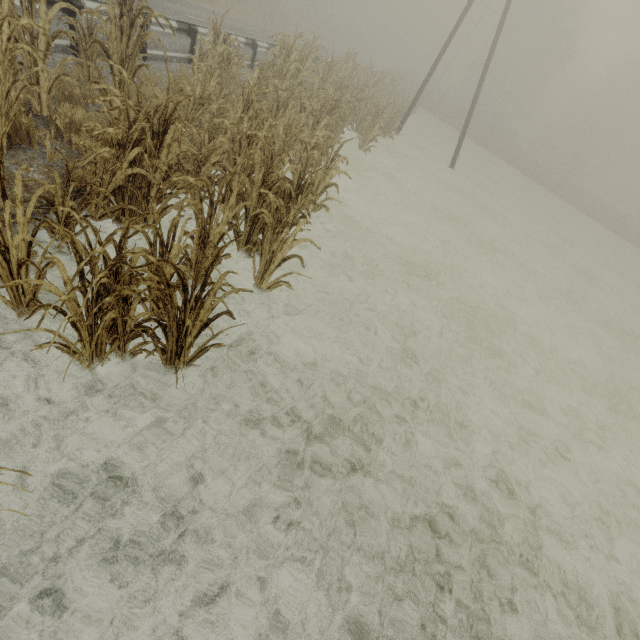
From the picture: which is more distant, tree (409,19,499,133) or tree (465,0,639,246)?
tree (409,19,499,133)

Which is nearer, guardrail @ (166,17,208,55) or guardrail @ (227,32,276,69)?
guardrail @ (166,17,208,55)

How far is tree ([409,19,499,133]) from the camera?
37.8 meters

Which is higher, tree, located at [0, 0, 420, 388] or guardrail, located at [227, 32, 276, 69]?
guardrail, located at [227, 32, 276, 69]

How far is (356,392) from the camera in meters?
4.5 m

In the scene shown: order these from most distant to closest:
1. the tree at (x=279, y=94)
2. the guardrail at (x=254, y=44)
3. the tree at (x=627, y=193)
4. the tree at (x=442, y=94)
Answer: the tree at (x=442, y=94)
the tree at (x=627, y=193)
the guardrail at (x=254, y=44)
the tree at (x=279, y=94)

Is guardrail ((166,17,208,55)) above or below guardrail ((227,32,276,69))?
below

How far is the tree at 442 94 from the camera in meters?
37.8
